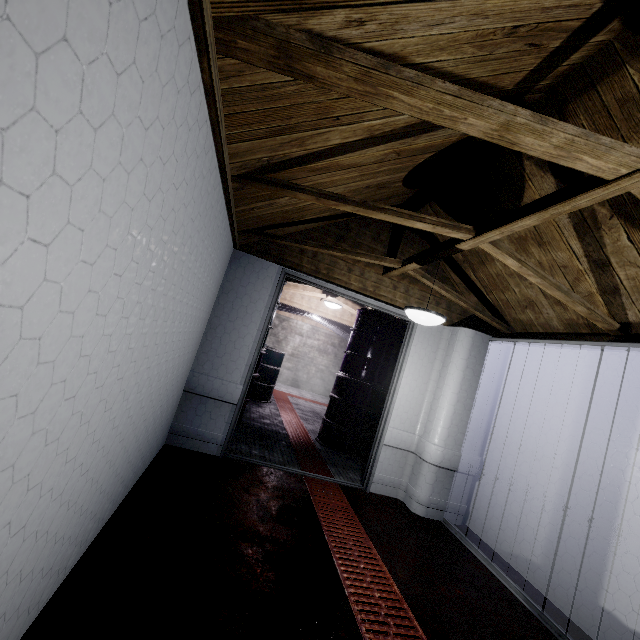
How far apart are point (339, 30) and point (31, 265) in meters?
1.1

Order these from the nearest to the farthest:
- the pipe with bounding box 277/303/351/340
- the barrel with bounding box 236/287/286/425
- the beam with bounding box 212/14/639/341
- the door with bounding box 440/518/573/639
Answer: the beam with bounding box 212/14/639/341 → the door with bounding box 440/518/573/639 → the barrel with bounding box 236/287/286/425 → the pipe with bounding box 277/303/351/340

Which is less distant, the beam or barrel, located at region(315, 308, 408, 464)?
the beam

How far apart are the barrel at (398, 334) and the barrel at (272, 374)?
1.3 meters

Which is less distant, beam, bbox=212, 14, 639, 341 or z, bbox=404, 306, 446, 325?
beam, bbox=212, 14, 639, 341

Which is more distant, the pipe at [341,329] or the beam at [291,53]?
the pipe at [341,329]

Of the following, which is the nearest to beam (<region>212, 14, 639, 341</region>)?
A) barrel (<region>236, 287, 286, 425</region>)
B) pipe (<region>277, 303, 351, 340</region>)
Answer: barrel (<region>236, 287, 286, 425</region>)

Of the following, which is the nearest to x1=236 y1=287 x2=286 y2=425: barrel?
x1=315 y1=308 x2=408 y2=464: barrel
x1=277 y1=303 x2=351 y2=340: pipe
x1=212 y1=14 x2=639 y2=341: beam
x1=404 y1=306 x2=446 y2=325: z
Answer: x1=277 y1=303 x2=351 y2=340: pipe
